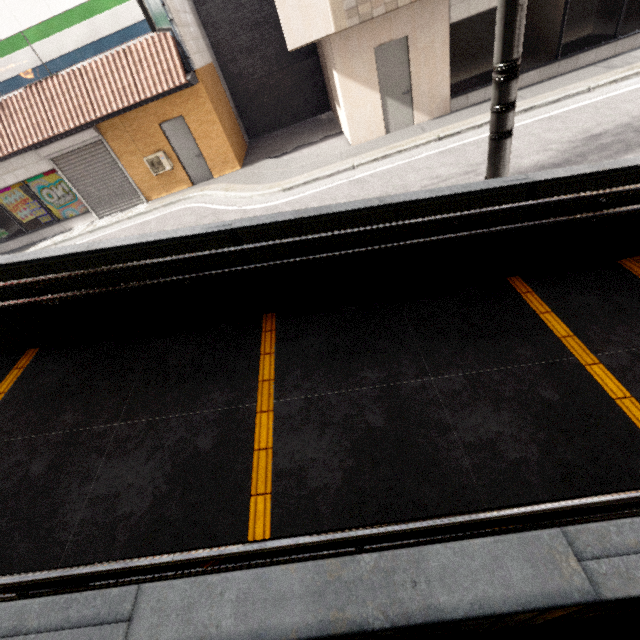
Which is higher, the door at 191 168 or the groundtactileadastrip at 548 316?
the door at 191 168

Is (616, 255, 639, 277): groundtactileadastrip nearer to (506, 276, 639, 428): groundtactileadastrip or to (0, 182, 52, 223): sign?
(506, 276, 639, 428): groundtactileadastrip

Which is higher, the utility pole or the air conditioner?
the utility pole

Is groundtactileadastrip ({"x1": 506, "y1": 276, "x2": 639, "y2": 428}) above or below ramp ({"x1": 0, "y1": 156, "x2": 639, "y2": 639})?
below

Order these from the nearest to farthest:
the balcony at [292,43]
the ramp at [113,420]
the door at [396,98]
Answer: the ramp at [113,420] < the balcony at [292,43] < the door at [396,98]

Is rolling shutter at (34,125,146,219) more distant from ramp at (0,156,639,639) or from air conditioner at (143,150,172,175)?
ramp at (0,156,639,639)

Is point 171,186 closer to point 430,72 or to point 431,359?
point 430,72

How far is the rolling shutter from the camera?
10.6m
